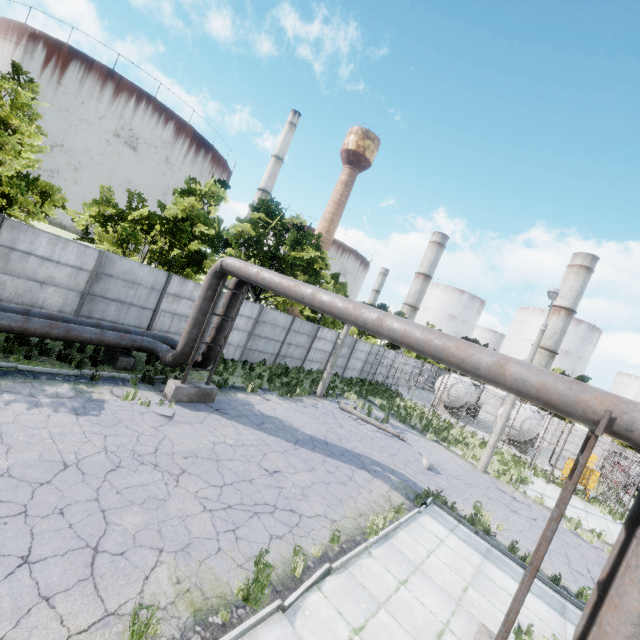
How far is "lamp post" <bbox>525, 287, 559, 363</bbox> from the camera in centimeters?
1584cm

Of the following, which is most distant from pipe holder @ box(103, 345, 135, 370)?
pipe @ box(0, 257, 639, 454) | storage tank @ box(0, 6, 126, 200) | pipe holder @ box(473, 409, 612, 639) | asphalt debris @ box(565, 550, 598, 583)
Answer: storage tank @ box(0, 6, 126, 200)

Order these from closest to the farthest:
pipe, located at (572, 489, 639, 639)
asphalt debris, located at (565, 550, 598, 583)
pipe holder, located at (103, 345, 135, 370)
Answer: pipe, located at (572, 489, 639, 639) → asphalt debris, located at (565, 550, 598, 583) → pipe holder, located at (103, 345, 135, 370)

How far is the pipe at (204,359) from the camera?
12.1 meters

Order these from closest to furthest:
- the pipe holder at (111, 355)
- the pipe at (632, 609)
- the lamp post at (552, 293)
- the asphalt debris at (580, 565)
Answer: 1. the pipe at (632, 609)
2. the asphalt debris at (580, 565)
3. the pipe holder at (111, 355)
4. the lamp post at (552, 293)

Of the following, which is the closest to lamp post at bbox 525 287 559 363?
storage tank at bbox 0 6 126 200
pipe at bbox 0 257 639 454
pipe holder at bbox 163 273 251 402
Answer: pipe at bbox 0 257 639 454

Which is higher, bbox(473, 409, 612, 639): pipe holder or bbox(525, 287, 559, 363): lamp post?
bbox(525, 287, 559, 363): lamp post

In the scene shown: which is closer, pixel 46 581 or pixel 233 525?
pixel 46 581
